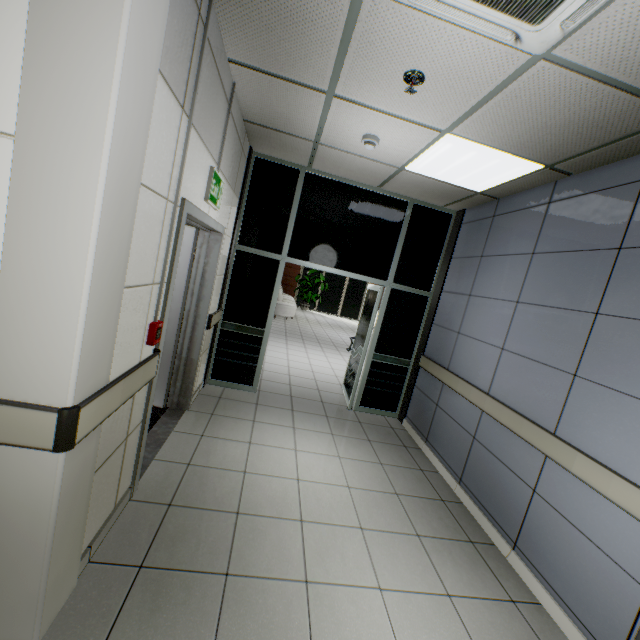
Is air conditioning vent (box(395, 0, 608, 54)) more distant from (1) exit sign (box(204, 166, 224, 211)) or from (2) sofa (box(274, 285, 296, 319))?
(2) sofa (box(274, 285, 296, 319))

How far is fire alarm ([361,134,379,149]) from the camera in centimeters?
301cm

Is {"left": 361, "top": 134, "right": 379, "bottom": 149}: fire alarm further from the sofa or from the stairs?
the sofa

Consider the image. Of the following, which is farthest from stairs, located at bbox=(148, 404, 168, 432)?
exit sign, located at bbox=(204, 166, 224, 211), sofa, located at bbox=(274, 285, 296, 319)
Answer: sofa, located at bbox=(274, 285, 296, 319)

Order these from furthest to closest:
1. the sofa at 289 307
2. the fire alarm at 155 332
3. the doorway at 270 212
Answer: the sofa at 289 307 → the doorway at 270 212 → the fire alarm at 155 332

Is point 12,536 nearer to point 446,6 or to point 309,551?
point 309,551

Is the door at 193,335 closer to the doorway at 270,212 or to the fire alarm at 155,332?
the fire alarm at 155,332

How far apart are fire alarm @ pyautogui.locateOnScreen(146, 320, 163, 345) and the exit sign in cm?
110
